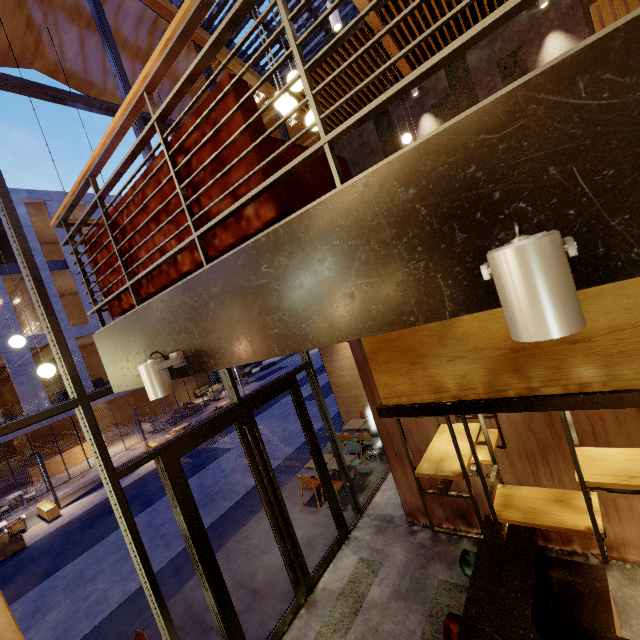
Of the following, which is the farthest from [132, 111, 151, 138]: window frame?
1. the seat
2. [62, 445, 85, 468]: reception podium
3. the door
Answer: [62, 445, 85, 468]: reception podium

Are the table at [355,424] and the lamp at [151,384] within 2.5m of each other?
no

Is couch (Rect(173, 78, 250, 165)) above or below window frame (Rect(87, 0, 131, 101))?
below

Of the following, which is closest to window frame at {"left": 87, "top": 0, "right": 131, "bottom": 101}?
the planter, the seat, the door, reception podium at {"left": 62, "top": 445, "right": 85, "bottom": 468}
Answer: the door

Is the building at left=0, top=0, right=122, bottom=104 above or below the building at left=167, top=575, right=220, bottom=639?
above

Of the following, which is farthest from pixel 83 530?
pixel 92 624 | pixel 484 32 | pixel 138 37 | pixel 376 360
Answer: pixel 484 32

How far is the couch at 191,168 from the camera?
1.64m

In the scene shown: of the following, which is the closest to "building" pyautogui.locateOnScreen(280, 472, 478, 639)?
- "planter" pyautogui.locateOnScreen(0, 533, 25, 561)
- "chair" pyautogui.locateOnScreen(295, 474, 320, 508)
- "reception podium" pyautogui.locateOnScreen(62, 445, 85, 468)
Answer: "chair" pyautogui.locateOnScreen(295, 474, 320, 508)
